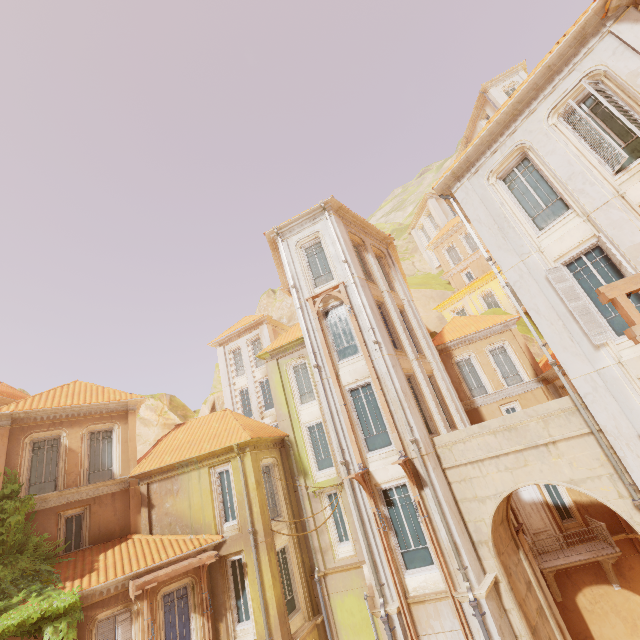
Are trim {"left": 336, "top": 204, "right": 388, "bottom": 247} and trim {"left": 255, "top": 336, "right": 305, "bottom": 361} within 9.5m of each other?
yes

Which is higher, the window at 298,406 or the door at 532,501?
the window at 298,406

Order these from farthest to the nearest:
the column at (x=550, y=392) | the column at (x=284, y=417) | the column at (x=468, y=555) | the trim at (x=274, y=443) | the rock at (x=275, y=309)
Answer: the rock at (x=275, y=309), the column at (x=550, y=392), the column at (x=284, y=417), the trim at (x=274, y=443), the column at (x=468, y=555)

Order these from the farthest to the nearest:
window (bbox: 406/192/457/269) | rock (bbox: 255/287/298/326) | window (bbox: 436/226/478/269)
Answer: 1. rock (bbox: 255/287/298/326)
2. window (bbox: 406/192/457/269)
3. window (bbox: 436/226/478/269)

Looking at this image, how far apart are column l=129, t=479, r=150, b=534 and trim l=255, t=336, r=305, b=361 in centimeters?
873cm

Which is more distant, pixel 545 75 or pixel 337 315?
pixel 337 315

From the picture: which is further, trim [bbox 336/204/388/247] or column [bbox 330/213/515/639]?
trim [bbox 336/204/388/247]

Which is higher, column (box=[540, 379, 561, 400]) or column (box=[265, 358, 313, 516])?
column (box=[265, 358, 313, 516])
